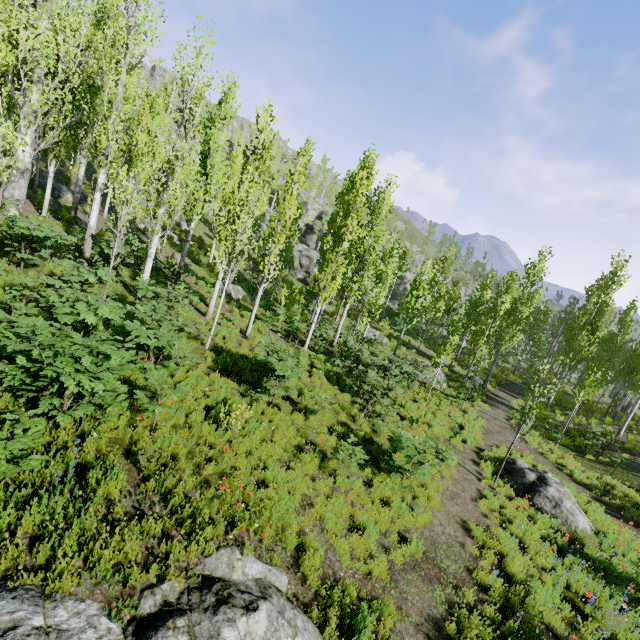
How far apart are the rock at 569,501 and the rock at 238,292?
16.18m

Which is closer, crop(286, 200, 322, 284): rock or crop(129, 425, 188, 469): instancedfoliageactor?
crop(129, 425, 188, 469): instancedfoliageactor

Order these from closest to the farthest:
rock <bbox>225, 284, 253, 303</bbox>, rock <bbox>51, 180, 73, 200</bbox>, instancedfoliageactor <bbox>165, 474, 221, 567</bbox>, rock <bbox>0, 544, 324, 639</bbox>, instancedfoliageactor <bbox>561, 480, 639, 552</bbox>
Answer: rock <bbox>0, 544, 324, 639</bbox>
instancedfoliageactor <bbox>165, 474, 221, 567</bbox>
instancedfoliageactor <bbox>561, 480, 639, 552</bbox>
rock <bbox>225, 284, 253, 303</bbox>
rock <bbox>51, 180, 73, 200</bbox>

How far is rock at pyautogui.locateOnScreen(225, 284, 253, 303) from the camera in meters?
20.2

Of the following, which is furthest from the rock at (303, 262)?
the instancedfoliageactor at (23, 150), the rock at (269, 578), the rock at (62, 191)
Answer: the rock at (269, 578)

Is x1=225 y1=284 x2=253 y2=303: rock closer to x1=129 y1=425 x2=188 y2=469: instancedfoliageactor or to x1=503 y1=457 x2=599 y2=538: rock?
x1=129 y1=425 x2=188 y2=469: instancedfoliageactor

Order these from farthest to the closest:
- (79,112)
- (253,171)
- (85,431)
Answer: (253,171) < (79,112) < (85,431)

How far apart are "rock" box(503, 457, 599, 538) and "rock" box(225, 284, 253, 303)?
16.2m
